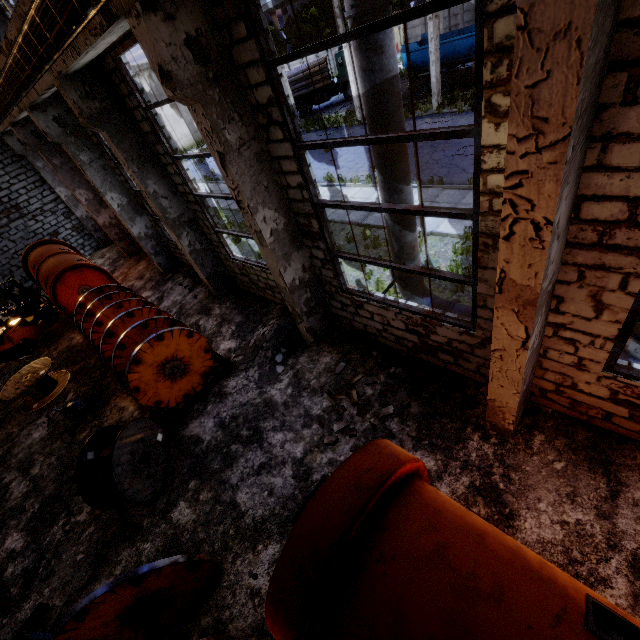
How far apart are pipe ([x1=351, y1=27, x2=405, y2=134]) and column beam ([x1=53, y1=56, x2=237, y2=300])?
5.7 meters

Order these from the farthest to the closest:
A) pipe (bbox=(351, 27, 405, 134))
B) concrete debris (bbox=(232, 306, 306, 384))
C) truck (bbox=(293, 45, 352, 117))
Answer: truck (bbox=(293, 45, 352, 117)) < concrete debris (bbox=(232, 306, 306, 384)) < pipe (bbox=(351, 27, 405, 134))

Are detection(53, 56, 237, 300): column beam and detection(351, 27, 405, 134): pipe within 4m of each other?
no

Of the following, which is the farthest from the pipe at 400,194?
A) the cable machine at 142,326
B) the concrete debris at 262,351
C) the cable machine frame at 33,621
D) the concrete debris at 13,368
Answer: the concrete debris at 13,368

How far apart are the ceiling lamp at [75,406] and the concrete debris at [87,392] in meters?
0.0 m

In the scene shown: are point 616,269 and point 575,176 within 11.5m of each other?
yes

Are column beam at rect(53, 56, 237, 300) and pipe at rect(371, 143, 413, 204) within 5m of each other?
no

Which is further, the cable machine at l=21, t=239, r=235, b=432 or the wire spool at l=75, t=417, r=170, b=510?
the cable machine at l=21, t=239, r=235, b=432
